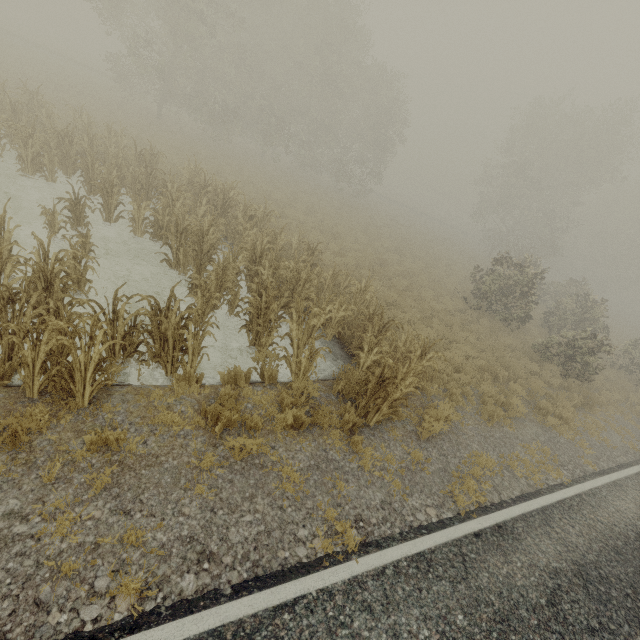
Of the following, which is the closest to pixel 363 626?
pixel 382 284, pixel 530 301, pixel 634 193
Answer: pixel 382 284
